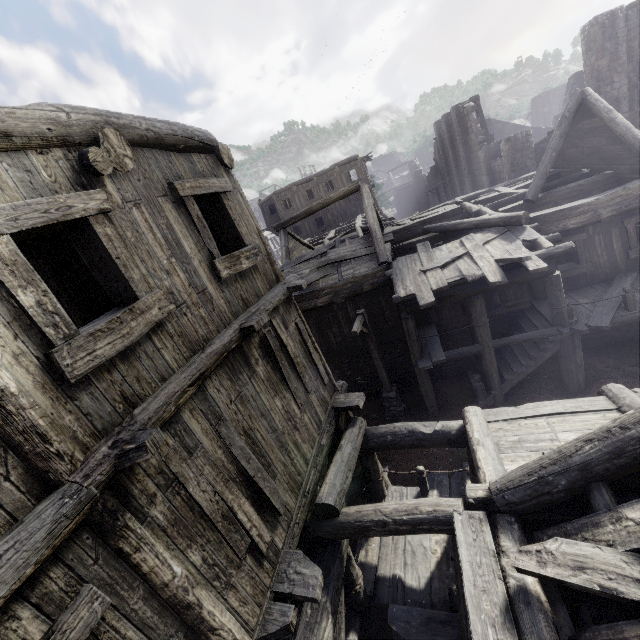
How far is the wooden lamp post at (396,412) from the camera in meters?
11.3

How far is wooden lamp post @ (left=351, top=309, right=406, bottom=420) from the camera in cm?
1128

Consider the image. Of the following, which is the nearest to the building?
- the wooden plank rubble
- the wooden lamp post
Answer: the wooden plank rubble

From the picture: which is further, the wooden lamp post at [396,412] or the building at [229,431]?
the wooden lamp post at [396,412]

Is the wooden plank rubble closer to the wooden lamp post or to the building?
the building

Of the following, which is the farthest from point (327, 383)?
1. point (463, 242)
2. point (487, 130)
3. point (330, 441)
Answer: point (487, 130)
